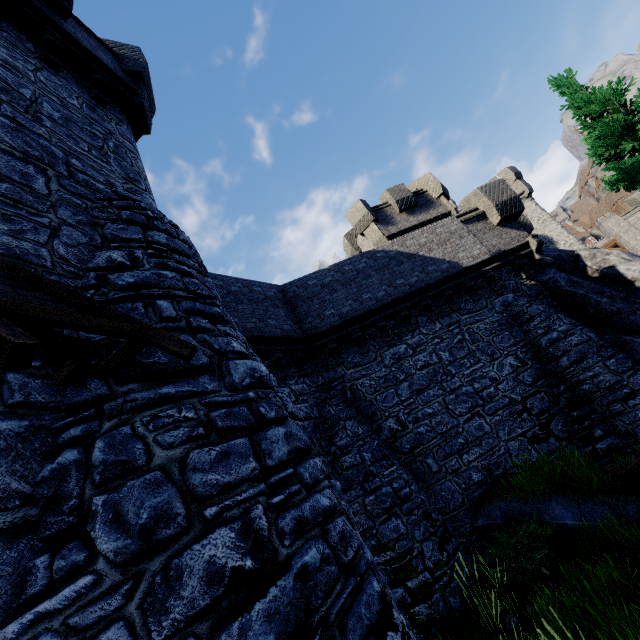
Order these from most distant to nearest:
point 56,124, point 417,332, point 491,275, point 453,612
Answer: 1. point 491,275
2. point 417,332
3. point 453,612
4. point 56,124

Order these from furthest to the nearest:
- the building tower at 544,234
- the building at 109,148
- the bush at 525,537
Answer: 1. the building tower at 544,234
2. the bush at 525,537
3. the building at 109,148

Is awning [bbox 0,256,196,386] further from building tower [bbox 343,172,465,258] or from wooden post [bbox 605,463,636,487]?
building tower [bbox 343,172,465,258]

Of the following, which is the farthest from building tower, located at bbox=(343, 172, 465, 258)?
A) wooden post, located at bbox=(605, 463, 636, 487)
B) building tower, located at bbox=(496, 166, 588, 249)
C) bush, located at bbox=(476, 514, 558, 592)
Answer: building tower, located at bbox=(496, 166, 588, 249)

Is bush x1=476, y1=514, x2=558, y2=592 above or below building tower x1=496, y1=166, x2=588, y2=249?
below

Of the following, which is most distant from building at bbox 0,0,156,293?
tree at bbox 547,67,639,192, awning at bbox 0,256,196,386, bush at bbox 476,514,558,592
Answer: tree at bbox 547,67,639,192

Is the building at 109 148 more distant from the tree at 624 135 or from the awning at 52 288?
the tree at 624 135
